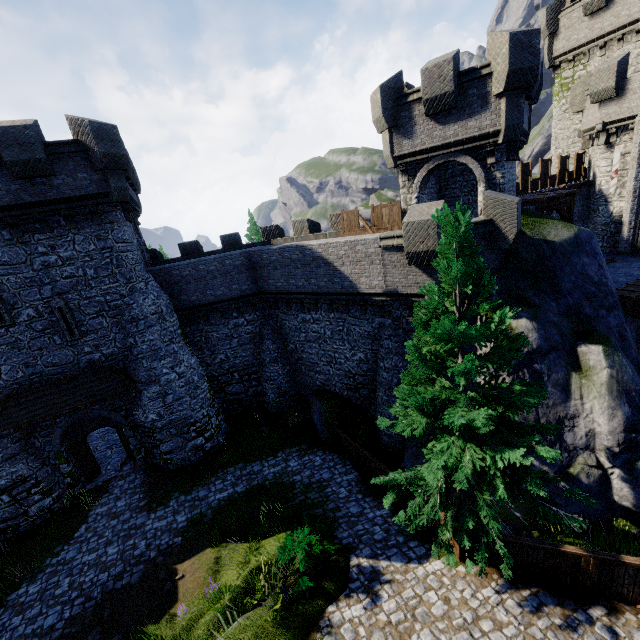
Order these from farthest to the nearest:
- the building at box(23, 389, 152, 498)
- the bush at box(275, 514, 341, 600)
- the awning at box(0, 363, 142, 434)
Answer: the building at box(23, 389, 152, 498), the awning at box(0, 363, 142, 434), the bush at box(275, 514, 341, 600)

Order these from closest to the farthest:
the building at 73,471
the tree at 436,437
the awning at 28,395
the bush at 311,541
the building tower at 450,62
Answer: the tree at 436,437, the bush at 311,541, the building tower at 450,62, the awning at 28,395, the building at 73,471

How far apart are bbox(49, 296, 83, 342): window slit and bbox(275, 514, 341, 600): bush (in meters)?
13.12

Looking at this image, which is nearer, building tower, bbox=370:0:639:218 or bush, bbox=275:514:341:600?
bush, bbox=275:514:341:600

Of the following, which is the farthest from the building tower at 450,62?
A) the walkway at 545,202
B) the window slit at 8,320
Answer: the window slit at 8,320

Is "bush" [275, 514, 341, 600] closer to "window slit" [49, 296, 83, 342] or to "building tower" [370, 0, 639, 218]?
"building tower" [370, 0, 639, 218]

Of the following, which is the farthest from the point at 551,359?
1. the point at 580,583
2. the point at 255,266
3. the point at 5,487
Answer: the point at 5,487

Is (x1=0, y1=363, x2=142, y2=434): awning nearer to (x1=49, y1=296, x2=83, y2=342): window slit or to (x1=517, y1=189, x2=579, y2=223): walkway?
(x1=49, y1=296, x2=83, y2=342): window slit
